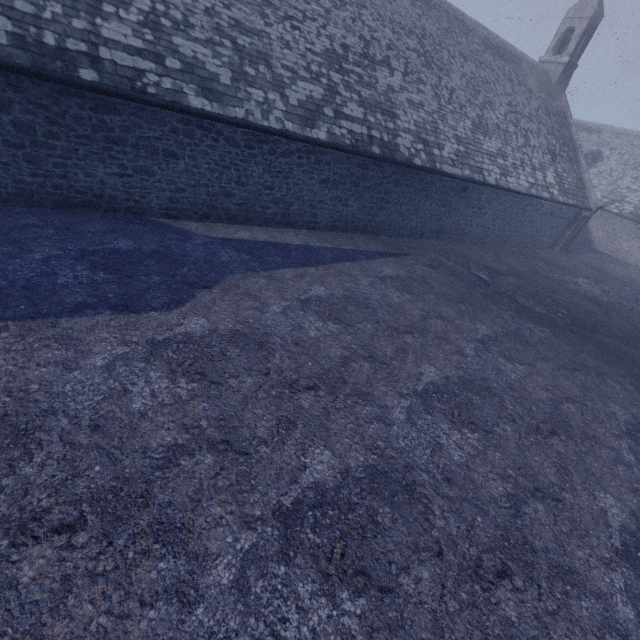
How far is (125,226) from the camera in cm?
815
